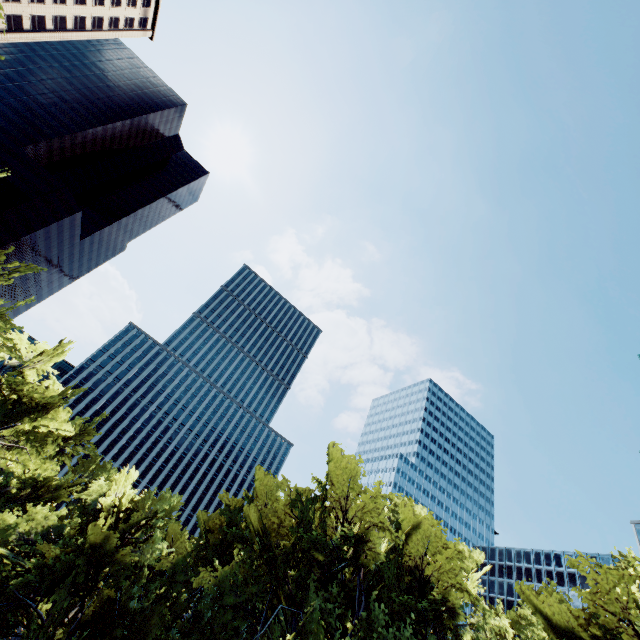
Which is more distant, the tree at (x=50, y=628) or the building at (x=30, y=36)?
the building at (x=30, y=36)

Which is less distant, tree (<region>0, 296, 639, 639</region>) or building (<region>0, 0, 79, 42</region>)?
tree (<region>0, 296, 639, 639</region>)

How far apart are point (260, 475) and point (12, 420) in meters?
19.9

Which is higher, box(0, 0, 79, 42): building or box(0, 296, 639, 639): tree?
box(0, 0, 79, 42): building

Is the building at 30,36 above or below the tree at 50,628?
above
